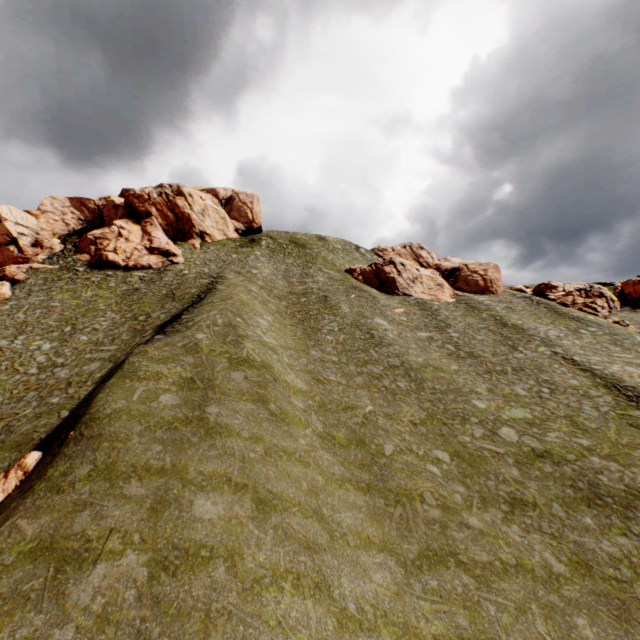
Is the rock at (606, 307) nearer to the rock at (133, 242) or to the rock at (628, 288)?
the rock at (628, 288)

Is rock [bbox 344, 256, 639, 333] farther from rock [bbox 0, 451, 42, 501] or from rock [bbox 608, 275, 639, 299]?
rock [bbox 0, 451, 42, 501]

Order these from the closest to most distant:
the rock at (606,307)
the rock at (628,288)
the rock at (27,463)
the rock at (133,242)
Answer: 1. the rock at (27,463)
2. the rock at (606,307)
3. the rock at (133,242)
4. the rock at (628,288)

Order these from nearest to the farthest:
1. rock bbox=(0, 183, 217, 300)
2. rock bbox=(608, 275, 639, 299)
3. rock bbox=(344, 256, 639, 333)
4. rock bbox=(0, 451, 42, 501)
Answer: rock bbox=(0, 451, 42, 501)
rock bbox=(344, 256, 639, 333)
rock bbox=(0, 183, 217, 300)
rock bbox=(608, 275, 639, 299)

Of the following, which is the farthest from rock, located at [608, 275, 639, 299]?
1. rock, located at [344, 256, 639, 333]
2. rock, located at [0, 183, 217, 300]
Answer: rock, located at [0, 183, 217, 300]

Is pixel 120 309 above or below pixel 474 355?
above
